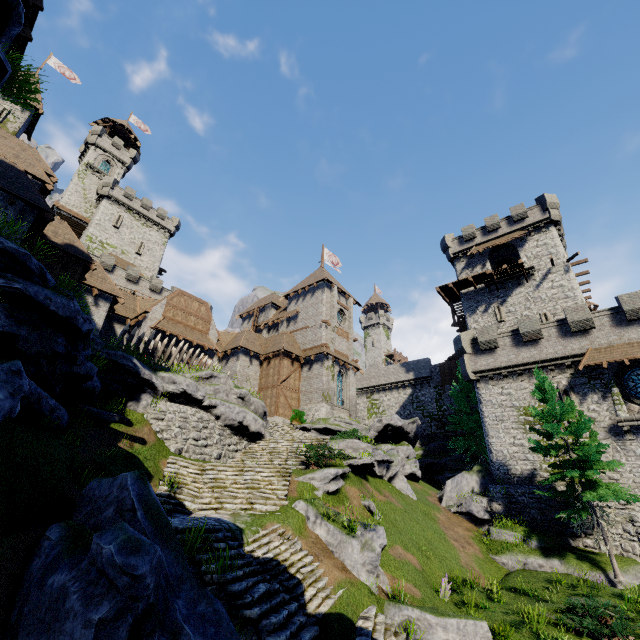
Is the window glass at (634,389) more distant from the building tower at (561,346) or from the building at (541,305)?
the building at (541,305)

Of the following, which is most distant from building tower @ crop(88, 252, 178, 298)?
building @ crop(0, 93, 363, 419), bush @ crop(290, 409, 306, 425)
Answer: bush @ crop(290, 409, 306, 425)

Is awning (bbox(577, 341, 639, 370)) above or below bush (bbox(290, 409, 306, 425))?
above

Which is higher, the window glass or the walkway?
the walkway

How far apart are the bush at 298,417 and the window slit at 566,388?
18.9m

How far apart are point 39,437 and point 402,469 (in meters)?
20.95

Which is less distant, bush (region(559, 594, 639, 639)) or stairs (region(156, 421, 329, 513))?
bush (region(559, 594, 639, 639))

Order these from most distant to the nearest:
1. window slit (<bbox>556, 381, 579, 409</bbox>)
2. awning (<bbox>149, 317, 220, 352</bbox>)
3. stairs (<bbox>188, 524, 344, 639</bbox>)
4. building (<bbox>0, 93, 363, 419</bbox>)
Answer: awning (<bbox>149, 317, 220, 352</bbox>) < window slit (<bbox>556, 381, 579, 409</bbox>) < building (<bbox>0, 93, 363, 419</bbox>) < stairs (<bbox>188, 524, 344, 639</bbox>)
